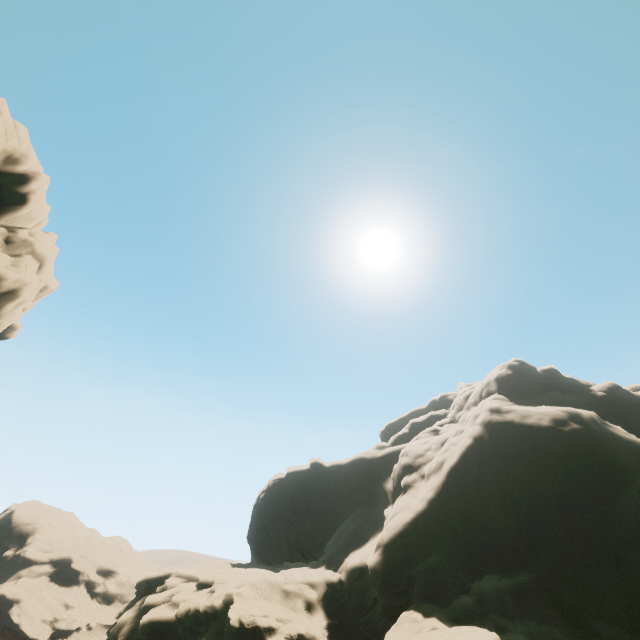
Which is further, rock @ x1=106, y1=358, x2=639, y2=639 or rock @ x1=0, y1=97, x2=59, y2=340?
rock @ x1=0, y1=97, x2=59, y2=340

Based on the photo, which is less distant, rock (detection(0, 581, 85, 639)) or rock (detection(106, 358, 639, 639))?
rock (detection(106, 358, 639, 639))

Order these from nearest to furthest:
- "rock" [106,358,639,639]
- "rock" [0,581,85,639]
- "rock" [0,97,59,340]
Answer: "rock" [106,358,639,639], "rock" [0,97,59,340], "rock" [0,581,85,639]

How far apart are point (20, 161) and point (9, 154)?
0.91m

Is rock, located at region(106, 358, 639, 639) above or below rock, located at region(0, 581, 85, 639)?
above

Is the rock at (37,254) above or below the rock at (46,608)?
above
